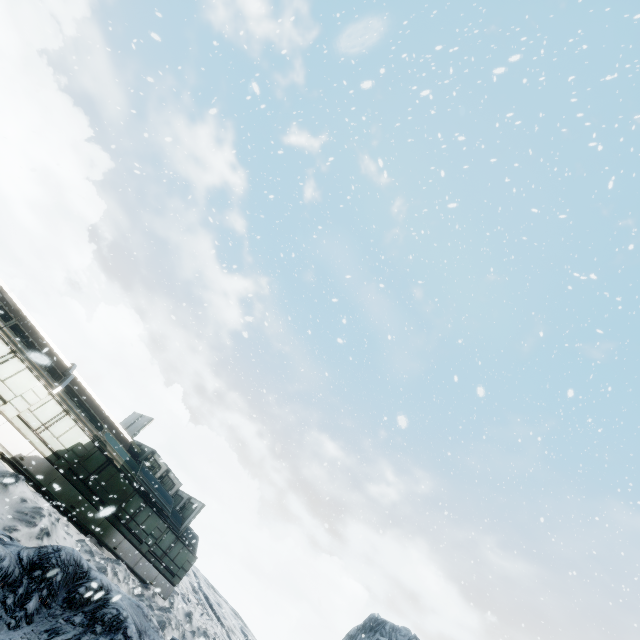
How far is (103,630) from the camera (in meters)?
3.99
